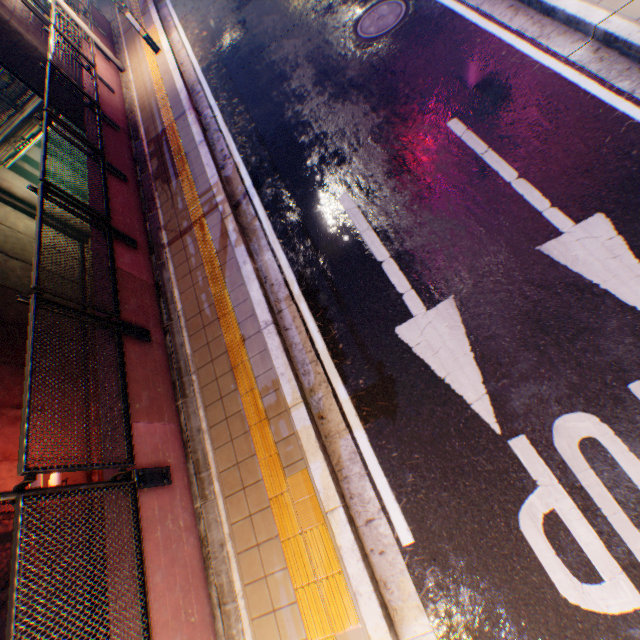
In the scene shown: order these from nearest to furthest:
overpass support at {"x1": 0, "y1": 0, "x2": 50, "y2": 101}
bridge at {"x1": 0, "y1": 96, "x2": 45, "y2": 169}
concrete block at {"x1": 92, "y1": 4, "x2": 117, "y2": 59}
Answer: overpass support at {"x1": 0, "y1": 0, "x2": 50, "y2": 101} < concrete block at {"x1": 92, "y1": 4, "x2": 117, "y2": 59} < bridge at {"x1": 0, "y1": 96, "x2": 45, "y2": 169}

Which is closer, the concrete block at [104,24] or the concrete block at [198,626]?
the concrete block at [198,626]

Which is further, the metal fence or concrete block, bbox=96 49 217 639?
concrete block, bbox=96 49 217 639

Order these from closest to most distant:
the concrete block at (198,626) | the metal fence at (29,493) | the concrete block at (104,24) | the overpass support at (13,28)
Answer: the metal fence at (29,493), the concrete block at (198,626), the overpass support at (13,28), the concrete block at (104,24)

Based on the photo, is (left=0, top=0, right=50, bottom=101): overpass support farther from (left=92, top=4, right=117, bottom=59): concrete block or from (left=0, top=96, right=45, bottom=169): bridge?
(left=92, top=4, right=117, bottom=59): concrete block

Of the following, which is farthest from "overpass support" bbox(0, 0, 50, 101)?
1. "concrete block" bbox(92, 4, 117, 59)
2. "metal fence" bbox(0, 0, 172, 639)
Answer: "concrete block" bbox(92, 4, 117, 59)

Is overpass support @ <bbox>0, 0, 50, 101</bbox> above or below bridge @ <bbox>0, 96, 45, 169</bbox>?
above

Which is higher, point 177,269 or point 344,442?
point 177,269
